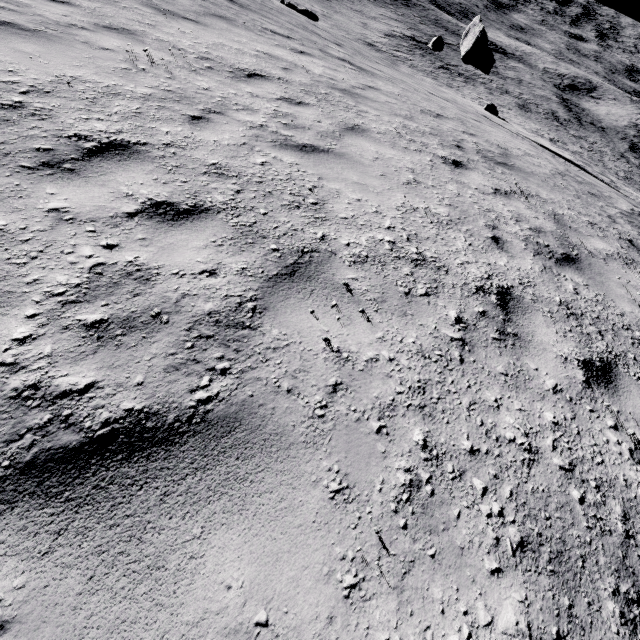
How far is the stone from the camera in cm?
1934

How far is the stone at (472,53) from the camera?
19.34m

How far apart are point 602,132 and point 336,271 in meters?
75.9
